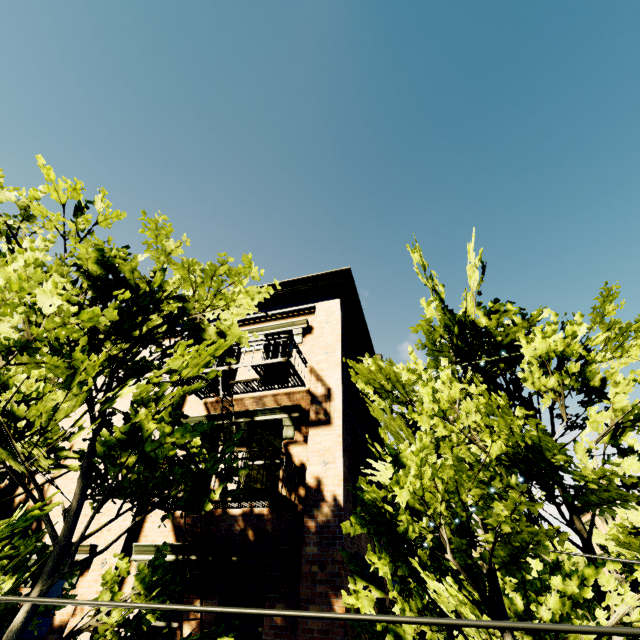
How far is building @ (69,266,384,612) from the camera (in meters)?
6.22

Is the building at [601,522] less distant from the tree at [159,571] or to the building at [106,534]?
the tree at [159,571]

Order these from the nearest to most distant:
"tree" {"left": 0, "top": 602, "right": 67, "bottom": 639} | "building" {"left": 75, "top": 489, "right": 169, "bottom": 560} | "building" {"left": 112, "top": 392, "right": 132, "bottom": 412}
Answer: "tree" {"left": 0, "top": 602, "right": 67, "bottom": 639}
"building" {"left": 75, "top": 489, "right": 169, "bottom": 560}
"building" {"left": 112, "top": 392, "right": 132, "bottom": 412}

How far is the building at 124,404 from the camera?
10.41m

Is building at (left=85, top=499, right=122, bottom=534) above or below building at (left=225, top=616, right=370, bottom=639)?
above

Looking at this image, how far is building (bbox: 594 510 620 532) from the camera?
31.3m

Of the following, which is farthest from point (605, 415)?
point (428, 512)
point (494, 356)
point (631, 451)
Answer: point (428, 512)
